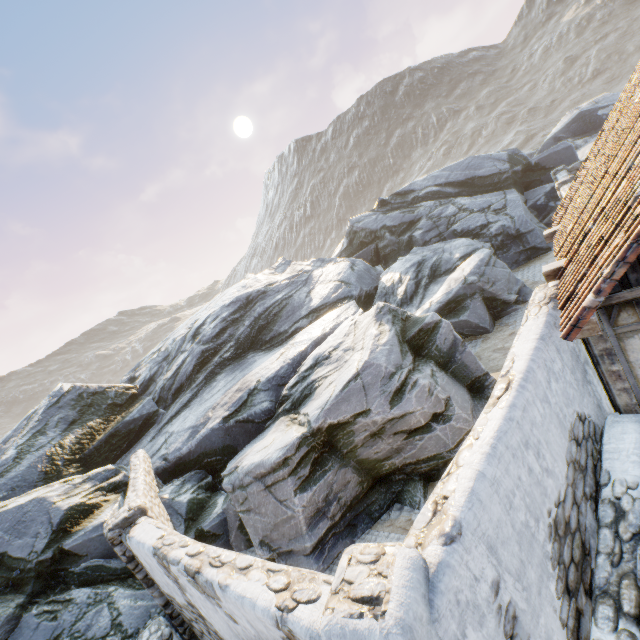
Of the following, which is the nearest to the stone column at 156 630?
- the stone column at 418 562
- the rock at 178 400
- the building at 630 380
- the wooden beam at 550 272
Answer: the rock at 178 400

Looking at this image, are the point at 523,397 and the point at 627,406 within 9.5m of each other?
yes

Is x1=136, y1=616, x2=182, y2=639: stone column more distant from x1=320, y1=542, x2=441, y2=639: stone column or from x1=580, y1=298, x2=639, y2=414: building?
x1=580, y1=298, x2=639, y2=414: building

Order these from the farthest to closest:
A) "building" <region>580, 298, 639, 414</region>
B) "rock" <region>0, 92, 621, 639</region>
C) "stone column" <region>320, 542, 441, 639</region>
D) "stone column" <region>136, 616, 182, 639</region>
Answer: "rock" <region>0, 92, 621, 639</region> < "stone column" <region>136, 616, 182, 639</region> < "building" <region>580, 298, 639, 414</region> < "stone column" <region>320, 542, 441, 639</region>

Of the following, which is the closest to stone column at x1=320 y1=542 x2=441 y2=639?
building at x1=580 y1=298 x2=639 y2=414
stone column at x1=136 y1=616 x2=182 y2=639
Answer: building at x1=580 y1=298 x2=639 y2=414

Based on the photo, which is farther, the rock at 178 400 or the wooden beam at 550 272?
the rock at 178 400

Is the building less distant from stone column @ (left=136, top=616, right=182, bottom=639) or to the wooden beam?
the wooden beam
